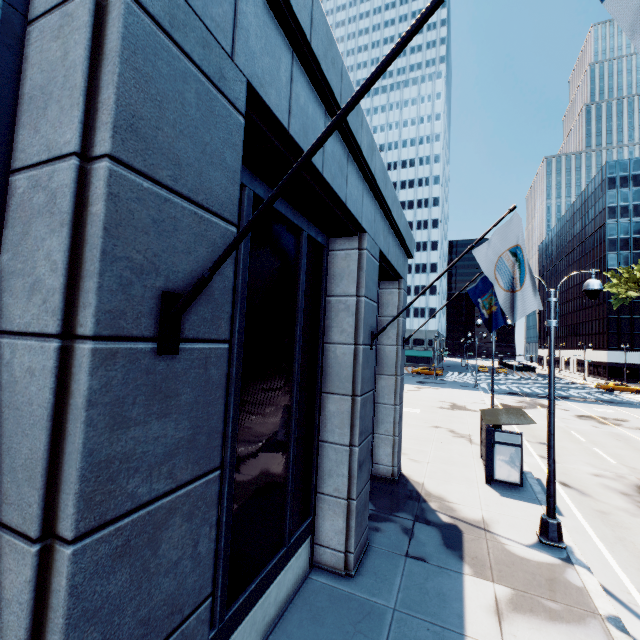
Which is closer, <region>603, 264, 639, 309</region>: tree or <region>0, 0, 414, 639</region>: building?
<region>0, 0, 414, 639</region>: building

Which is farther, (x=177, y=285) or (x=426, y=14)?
(x=177, y=285)

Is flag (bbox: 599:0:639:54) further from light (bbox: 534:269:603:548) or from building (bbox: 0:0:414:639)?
light (bbox: 534:269:603:548)

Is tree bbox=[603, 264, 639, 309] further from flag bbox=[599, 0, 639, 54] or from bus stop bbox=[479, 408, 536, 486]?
flag bbox=[599, 0, 639, 54]

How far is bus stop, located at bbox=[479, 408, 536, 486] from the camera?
12.0m

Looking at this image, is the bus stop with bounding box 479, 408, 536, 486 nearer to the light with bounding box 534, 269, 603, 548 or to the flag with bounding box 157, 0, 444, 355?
the light with bounding box 534, 269, 603, 548

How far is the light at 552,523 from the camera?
8.6 meters

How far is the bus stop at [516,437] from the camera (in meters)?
11.99
